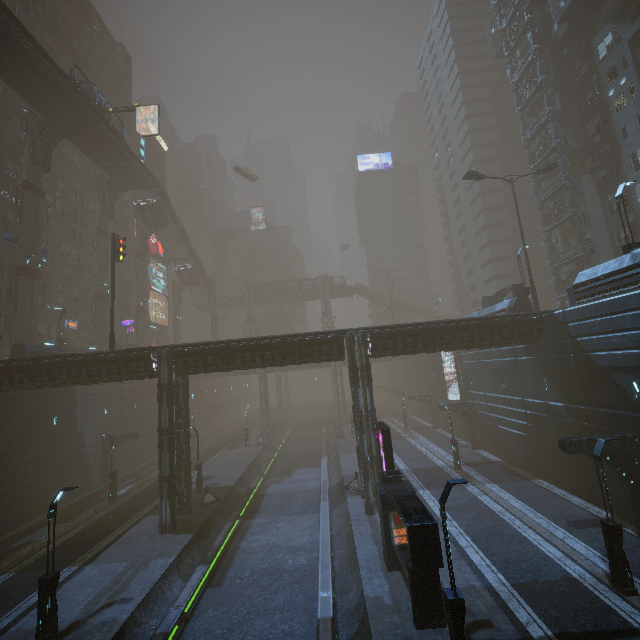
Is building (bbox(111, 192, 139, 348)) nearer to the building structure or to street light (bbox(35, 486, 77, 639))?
the building structure

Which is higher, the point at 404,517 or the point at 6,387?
the point at 6,387

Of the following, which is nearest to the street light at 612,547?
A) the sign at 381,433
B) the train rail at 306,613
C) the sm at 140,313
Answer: the sign at 381,433

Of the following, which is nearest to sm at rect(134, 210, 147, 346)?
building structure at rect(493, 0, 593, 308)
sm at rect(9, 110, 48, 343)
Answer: sm at rect(9, 110, 48, 343)

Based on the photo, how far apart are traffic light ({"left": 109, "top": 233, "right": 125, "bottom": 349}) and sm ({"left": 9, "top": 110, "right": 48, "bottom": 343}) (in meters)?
11.81

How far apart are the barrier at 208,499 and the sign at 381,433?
13.8 meters

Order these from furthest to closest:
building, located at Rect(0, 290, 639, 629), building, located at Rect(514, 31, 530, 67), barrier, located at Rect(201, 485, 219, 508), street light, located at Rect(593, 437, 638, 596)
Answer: building, located at Rect(514, 31, 530, 67), barrier, located at Rect(201, 485, 219, 508), building, located at Rect(0, 290, 639, 629), street light, located at Rect(593, 437, 638, 596)

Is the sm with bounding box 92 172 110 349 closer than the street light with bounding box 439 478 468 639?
No
